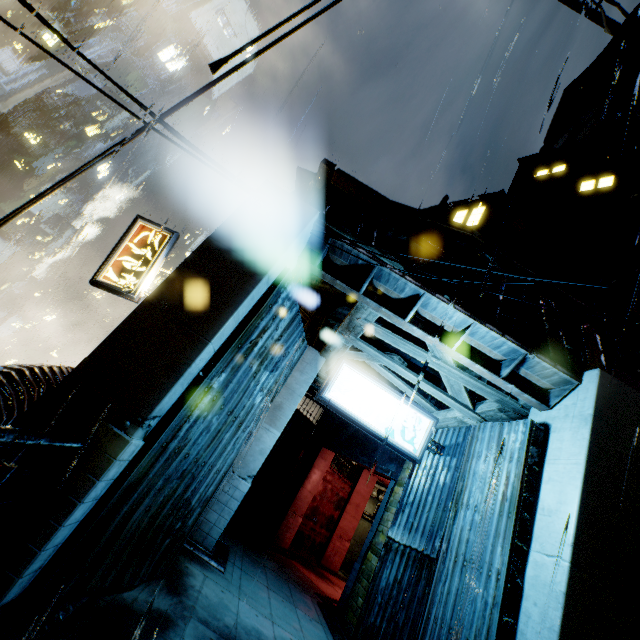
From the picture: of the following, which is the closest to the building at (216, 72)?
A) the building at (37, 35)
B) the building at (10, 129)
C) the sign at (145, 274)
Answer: the sign at (145, 274)

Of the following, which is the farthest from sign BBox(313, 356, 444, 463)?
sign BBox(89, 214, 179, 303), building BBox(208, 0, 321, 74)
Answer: sign BBox(89, 214, 179, 303)

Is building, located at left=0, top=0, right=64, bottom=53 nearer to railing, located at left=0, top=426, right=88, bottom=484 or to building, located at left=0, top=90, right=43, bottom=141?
building, located at left=0, top=90, right=43, bottom=141

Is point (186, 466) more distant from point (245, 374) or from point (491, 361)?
point (491, 361)

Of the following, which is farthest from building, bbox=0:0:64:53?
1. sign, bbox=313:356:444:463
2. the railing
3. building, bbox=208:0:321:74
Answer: sign, bbox=313:356:444:463

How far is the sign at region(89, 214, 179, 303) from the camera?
8.5 meters

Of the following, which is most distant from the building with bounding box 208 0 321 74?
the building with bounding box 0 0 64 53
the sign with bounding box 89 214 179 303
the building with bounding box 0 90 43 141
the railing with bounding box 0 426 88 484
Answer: the building with bounding box 0 90 43 141

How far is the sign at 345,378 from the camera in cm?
703
